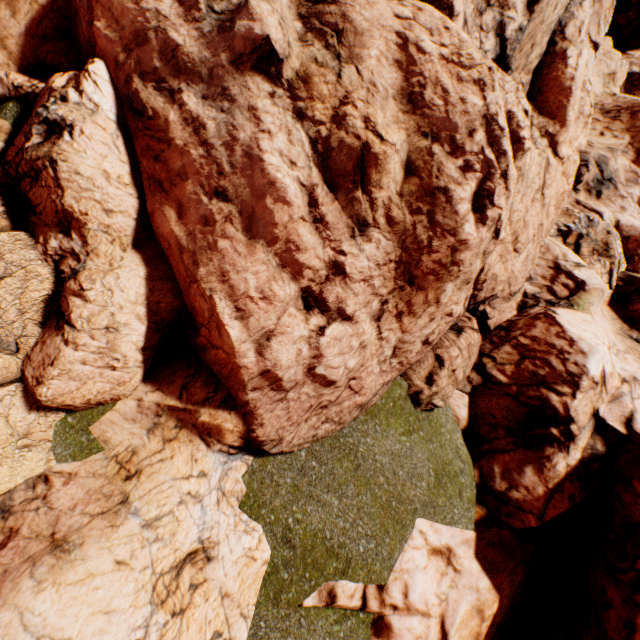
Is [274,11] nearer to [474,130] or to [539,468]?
[474,130]
